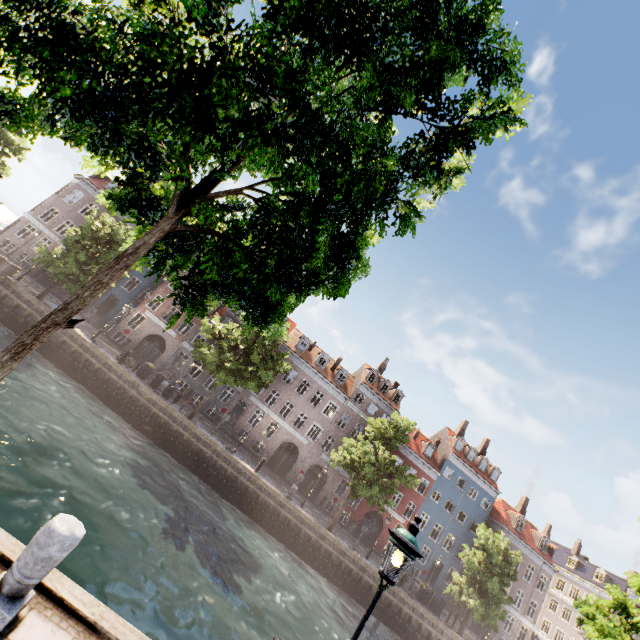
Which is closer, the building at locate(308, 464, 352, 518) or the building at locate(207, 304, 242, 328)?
the building at locate(308, 464, 352, 518)

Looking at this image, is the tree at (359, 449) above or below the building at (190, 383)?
above

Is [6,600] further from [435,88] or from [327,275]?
[435,88]

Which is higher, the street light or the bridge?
the street light

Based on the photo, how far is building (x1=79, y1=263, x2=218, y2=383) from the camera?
32.78m

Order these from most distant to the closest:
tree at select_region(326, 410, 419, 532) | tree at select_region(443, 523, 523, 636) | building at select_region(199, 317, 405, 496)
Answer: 1. building at select_region(199, 317, 405, 496)
2. tree at select_region(443, 523, 523, 636)
3. tree at select_region(326, 410, 419, 532)
